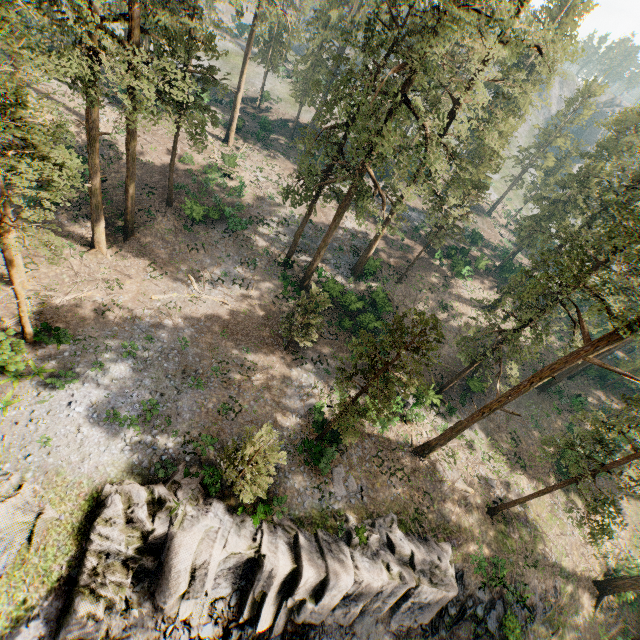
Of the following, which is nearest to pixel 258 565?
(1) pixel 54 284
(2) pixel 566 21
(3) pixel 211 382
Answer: (3) pixel 211 382

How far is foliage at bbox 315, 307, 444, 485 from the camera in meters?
16.5 m

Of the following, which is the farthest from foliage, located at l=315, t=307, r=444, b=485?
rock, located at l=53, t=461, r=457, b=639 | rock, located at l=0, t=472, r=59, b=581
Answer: rock, located at l=53, t=461, r=457, b=639

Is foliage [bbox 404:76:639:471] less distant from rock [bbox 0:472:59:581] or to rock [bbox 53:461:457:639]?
rock [bbox 0:472:59:581]

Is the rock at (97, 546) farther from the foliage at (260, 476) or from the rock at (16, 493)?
the foliage at (260, 476)

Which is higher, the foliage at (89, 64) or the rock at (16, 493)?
the foliage at (89, 64)
